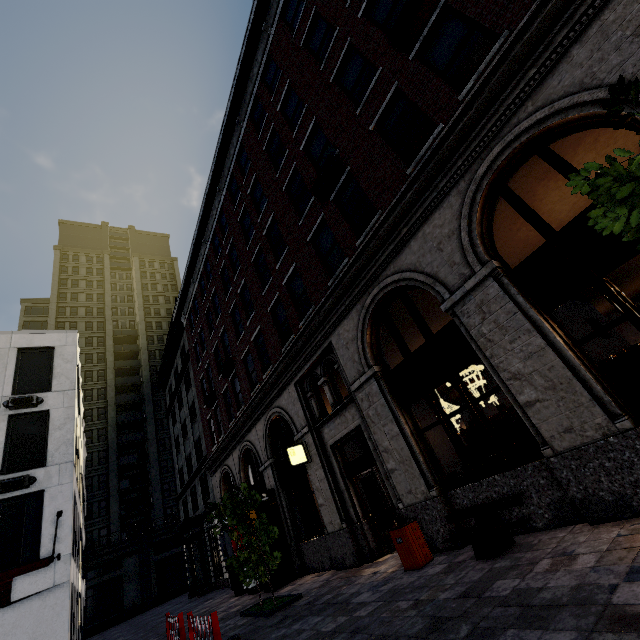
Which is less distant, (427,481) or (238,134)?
(427,481)

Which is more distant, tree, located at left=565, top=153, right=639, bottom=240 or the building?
the building

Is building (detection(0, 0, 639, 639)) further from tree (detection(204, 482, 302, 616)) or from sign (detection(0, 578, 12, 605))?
sign (detection(0, 578, 12, 605))

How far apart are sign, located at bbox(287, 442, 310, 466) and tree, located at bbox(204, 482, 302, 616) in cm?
249

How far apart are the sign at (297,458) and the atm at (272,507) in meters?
3.5

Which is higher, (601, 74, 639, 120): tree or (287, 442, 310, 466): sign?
(287, 442, 310, 466): sign

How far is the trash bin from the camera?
6.66m

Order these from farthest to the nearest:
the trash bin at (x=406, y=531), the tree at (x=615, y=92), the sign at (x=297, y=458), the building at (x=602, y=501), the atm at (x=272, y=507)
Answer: the atm at (x=272, y=507) < the sign at (x=297, y=458) < the trash bin at (x=406, y=531) < the building at (x=602, y=501) < the tree at (x=615, y=92)
